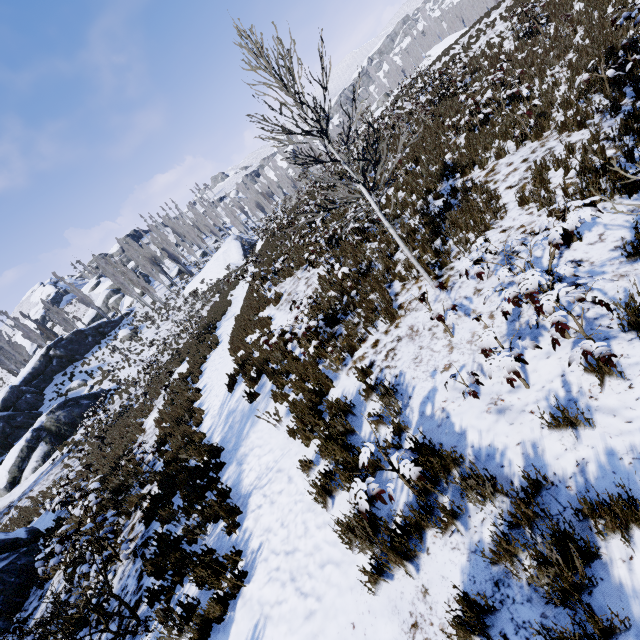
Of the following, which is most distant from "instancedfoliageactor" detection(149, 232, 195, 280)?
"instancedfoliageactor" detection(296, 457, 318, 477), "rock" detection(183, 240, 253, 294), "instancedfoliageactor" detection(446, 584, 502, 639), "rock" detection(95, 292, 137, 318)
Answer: "instancedfoliageactor" detection(446, 584, 502, 639)

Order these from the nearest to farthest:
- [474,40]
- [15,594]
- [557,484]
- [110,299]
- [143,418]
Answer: [557,484] < [15,594] < [143,418] < [474,40] < [110,299]

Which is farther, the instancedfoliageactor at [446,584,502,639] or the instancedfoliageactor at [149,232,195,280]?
the instancedfoliageactor at [149,232,195,280]

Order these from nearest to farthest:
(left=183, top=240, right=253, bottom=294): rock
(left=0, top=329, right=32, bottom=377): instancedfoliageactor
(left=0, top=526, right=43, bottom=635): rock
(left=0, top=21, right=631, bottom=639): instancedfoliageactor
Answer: (left=0, top=21, right=631, bottom=639): instancedfoliageactor → (left=0, top=526, right=43, bottom=635): rock → (left=0, top=329, right=32, bottom=377): instancedfoliageactor → (left=183, top=240, right=253, bottom=294): rock

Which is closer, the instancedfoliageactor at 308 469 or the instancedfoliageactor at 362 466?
the instancedfoliageactor at 362 466

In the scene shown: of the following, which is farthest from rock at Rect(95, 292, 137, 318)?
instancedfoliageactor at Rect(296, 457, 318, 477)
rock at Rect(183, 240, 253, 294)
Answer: instancedfoliageactor at Rect(296, 457, 318, 477)

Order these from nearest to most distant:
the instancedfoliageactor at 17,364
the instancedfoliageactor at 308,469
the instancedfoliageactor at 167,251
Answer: the instancedfoliageactor at 308,469, the instancedfoliageactor at 17,364, the instancedfoliageactor at 167,251

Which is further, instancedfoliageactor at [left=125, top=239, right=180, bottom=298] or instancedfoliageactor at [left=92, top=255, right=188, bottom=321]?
instancedfoliageactor at [left=125, top=239, right=180, bottom=298]
